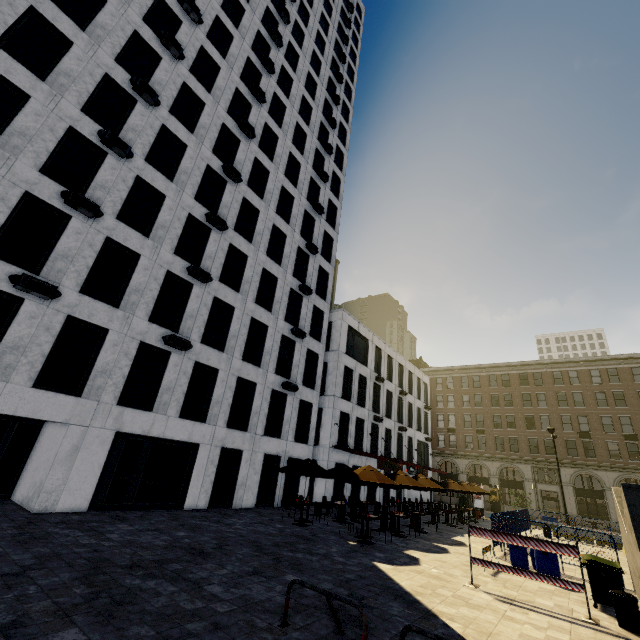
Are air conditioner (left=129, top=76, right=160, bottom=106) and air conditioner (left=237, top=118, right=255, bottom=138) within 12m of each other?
yes

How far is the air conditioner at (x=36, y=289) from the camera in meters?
11.2

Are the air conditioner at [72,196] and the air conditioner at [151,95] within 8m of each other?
yes

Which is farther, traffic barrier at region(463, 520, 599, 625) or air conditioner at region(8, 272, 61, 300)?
air conditioner at region(8, 272, 61, 300)

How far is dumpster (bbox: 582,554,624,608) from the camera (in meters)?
8.72

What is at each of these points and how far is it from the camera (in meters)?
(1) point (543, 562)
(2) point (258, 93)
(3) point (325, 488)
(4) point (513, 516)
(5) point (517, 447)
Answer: (1) barrel, 11.18
(2) air conditioner, 23.86
(3) building, 23.70
(4) fence, 19.03
(5) building, 46.06

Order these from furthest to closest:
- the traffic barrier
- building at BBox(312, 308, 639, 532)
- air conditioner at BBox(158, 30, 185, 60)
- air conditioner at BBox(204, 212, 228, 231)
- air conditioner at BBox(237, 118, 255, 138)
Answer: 1. building at BBox(312, 308, 639, 532)
2. air conditioner at BBox(237, 118, 255, 138)
3. air conditioner at BBox(204, 212, 228, 231)
4. air conditioner at BBox(158, 30, 185, 60)
5. the traffic barrier

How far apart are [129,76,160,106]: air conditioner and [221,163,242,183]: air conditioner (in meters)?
4.25
